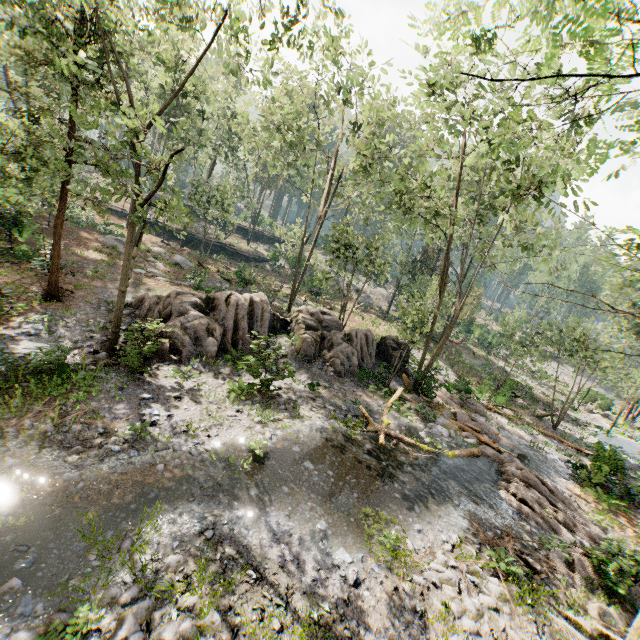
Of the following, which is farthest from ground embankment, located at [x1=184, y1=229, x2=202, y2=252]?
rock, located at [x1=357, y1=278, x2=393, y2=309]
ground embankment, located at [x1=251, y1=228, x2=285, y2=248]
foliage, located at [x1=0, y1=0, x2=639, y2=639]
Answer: ground embankment, located at [x1=251, y1=228, x2=285, y2=248]

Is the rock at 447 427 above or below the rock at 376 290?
below

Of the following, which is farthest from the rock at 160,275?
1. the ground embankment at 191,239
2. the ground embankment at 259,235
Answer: the ground embankment at 259,235

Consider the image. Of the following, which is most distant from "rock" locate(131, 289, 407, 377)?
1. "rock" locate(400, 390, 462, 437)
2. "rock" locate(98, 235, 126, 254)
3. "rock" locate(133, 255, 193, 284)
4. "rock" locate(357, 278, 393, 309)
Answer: "rock" locate(357, 278, 393, 309)

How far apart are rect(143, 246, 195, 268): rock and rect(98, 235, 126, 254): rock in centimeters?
167cm

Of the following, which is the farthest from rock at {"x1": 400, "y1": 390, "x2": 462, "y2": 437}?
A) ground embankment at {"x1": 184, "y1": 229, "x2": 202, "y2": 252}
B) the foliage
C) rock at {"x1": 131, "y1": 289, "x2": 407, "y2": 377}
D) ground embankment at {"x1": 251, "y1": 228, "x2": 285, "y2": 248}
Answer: ground embankment at {"x1": 251, "y1": 228, "x2": 285, "y2": 248}

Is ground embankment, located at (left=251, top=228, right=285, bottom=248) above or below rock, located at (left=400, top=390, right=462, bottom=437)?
above

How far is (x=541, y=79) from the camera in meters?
7.8 m
